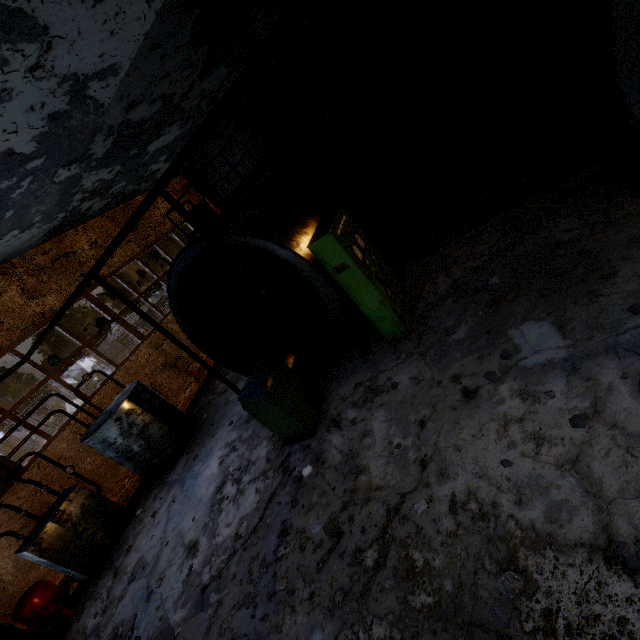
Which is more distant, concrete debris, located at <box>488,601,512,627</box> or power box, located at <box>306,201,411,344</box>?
power box, located at <box>306,201,411,344</box>

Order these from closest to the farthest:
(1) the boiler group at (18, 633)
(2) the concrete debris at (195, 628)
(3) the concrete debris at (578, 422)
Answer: (3) the concrete debris at (578, 422) < (2) the concrete debris at (195, 628) < (1) the boiler group at (18, 633)

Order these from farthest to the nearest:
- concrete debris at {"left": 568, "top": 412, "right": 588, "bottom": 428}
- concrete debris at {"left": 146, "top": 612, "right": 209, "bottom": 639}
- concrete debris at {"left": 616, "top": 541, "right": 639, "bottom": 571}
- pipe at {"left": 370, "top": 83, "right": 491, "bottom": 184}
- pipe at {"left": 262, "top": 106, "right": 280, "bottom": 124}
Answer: pipe at {"left": 370, "top": 83, "right": 491, "bottom": 184} < pipe at {"left": 262, "top": 106, "right": 280, "bottom": 124} < concrete debris at {"left": 146, "top": 612, "right": 209, "bottom": 639} < concrete debris at {"left": 568, "top": 412, "right": 588, "bottom": 428} < concrete debris at {"left": 616, "top": 541, "right": 639, "bottom": 571}

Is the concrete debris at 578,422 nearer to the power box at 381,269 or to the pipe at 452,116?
the power box at 381,269

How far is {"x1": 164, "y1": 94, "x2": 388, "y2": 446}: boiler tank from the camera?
5.5 meters

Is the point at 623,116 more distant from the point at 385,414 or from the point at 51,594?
the point at 51,594

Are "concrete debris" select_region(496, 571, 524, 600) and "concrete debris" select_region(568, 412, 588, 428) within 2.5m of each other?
yes

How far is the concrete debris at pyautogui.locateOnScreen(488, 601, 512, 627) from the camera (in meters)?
2.50
